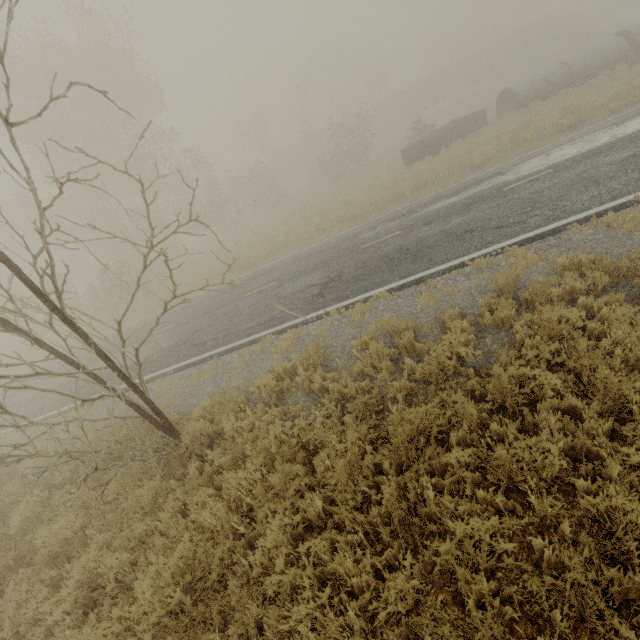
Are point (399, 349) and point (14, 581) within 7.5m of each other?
no

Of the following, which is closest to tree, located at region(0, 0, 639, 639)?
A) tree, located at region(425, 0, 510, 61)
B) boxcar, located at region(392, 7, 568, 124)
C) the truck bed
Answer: the truck bed

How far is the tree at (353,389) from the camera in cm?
564

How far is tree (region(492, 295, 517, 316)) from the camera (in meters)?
5.65

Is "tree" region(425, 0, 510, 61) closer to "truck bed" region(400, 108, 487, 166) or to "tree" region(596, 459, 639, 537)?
"truck bed" region(400, 108, 487, 166)

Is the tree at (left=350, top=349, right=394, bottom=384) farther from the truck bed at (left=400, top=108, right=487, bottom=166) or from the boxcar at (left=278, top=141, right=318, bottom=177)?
the boxcar at (left=278, top=141, right=318, bottom=177)

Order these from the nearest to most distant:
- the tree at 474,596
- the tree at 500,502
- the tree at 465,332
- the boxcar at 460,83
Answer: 1. the tree at 474,596
2. the tree at 500,502
3. the tree at 465,332
4. the boxcar at 460,83
